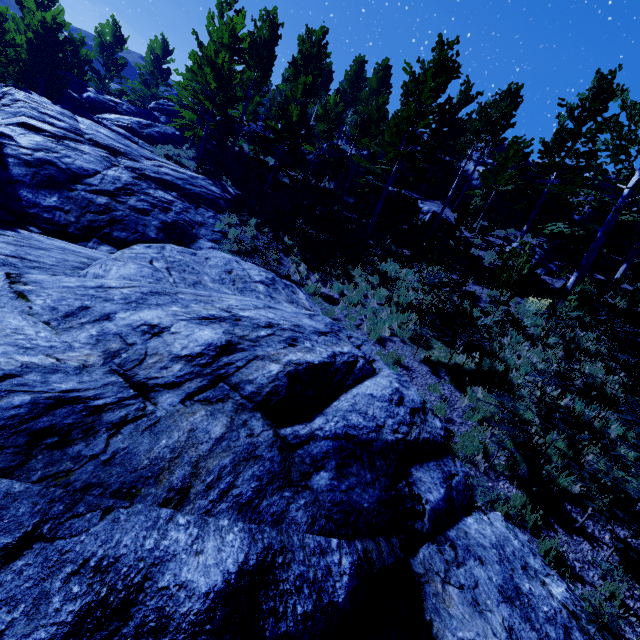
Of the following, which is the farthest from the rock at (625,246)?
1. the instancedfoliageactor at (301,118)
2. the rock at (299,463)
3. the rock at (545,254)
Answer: the rock at (545,254)

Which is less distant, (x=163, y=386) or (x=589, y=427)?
(x=163, y=386)

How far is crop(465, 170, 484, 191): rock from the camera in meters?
26.2

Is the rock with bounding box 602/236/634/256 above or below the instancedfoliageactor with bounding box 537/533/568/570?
above

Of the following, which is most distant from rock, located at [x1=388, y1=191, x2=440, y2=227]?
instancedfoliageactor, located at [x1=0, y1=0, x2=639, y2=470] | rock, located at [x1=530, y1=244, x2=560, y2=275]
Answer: rock, located at [x1=530, y1=244, x2=560, y2=275]

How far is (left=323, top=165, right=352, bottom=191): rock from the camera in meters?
24.8 m

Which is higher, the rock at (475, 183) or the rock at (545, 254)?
the rock at (475, 183)

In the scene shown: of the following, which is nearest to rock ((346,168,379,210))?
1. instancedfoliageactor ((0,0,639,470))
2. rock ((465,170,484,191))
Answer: instancedfoliageactor ((0,0,639,470))
